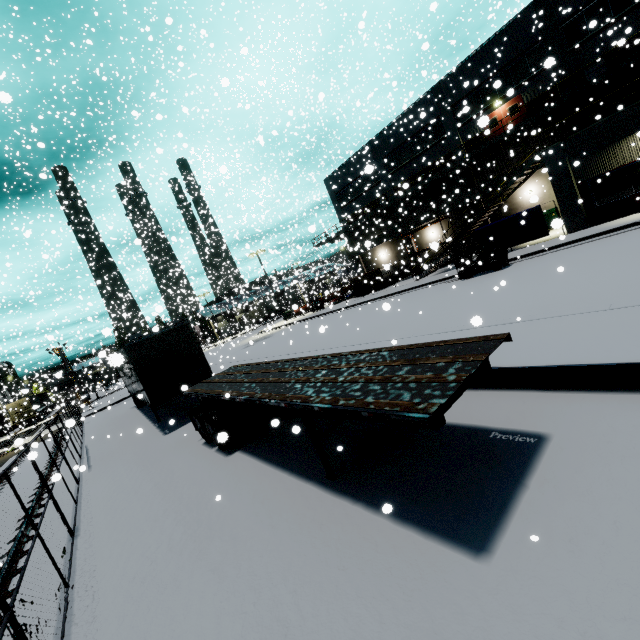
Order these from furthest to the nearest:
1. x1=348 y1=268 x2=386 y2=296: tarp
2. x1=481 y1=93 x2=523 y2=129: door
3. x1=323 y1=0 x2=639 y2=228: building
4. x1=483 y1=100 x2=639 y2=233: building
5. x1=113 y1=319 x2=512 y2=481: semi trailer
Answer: x1=348 y1=268 x2=386 y2=296: tarp < x1=323 y1=0 x2=639 y2=228: building < x1=483 y1=100 x2=639 y2=233: building < x1=481 y1=93 x2=523 y2=129: door < x1=113 y1=319 x2=512 y2=481: semi trailer

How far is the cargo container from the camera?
20.7m

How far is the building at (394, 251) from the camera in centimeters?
3609cm

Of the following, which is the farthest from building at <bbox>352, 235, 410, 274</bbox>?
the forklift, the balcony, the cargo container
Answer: the forklift

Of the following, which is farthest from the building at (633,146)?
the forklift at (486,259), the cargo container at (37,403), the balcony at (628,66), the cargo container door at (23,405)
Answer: the forklift at (486,259)

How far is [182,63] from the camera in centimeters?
1066cm

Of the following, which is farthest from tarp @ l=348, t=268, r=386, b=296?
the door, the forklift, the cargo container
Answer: the cargo container

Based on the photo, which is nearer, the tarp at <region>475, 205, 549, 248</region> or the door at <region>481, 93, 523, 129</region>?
the door at <region>481, 93, 523, 129</region>
